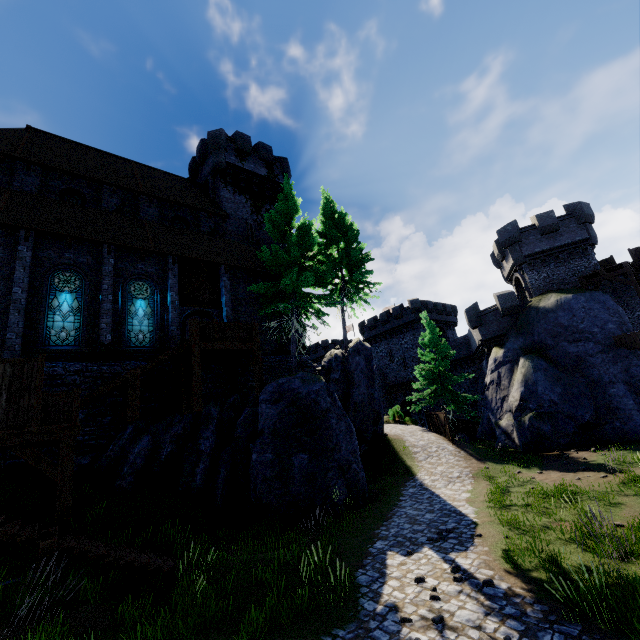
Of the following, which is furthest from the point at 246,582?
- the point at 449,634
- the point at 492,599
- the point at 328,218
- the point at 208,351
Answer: the point at 328,218

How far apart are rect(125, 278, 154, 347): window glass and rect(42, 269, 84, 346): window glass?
1.53m

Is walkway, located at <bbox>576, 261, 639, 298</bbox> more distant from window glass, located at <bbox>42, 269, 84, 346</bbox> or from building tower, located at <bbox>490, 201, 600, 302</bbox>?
window glass, located at <bbox>42, 269, 84, 346</bbox>

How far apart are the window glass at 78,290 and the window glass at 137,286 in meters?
1.5

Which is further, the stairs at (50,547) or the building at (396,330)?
the building at (396,330)

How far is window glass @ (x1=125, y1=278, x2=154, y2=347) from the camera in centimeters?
1567cm

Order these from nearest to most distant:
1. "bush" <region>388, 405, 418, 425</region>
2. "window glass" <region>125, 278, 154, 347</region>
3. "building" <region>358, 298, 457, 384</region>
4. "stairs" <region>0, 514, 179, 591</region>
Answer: "stairs" <region>0, 514, 179, 591</region> → "window glass" <region>125, 278, 154, 347</region> → "bush" <region>388, 405, 418, 425</region> → "building" <region>358, 298, 457, 384</region>

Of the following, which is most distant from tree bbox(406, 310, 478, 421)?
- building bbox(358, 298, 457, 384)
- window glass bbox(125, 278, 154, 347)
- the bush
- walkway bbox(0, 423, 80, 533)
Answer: walkway bbox(0, 423, 80, 533)
